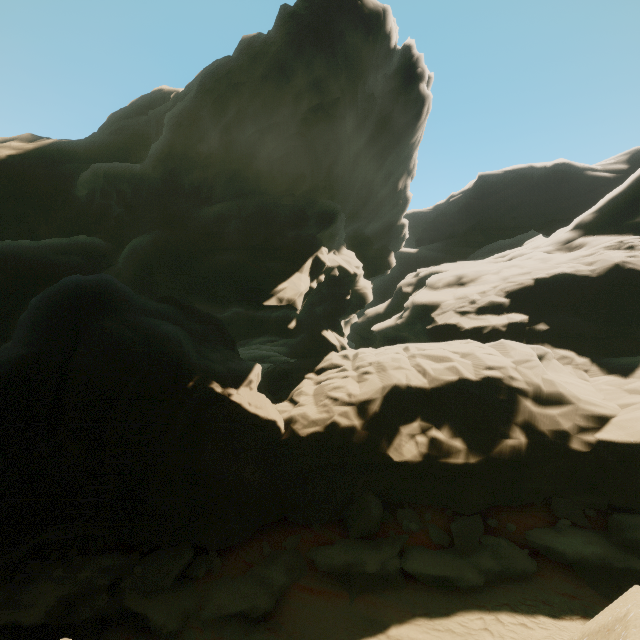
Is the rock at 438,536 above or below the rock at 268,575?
above

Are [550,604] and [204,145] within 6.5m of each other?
no

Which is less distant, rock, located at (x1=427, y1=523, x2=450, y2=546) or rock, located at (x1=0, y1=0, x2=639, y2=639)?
rock, located at (x1=0, y1=0, x2=639, y2=639)

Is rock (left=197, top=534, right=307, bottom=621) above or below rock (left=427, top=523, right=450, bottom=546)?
below

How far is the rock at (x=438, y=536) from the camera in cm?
1073

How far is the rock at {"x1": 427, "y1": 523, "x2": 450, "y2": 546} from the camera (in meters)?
10.73
